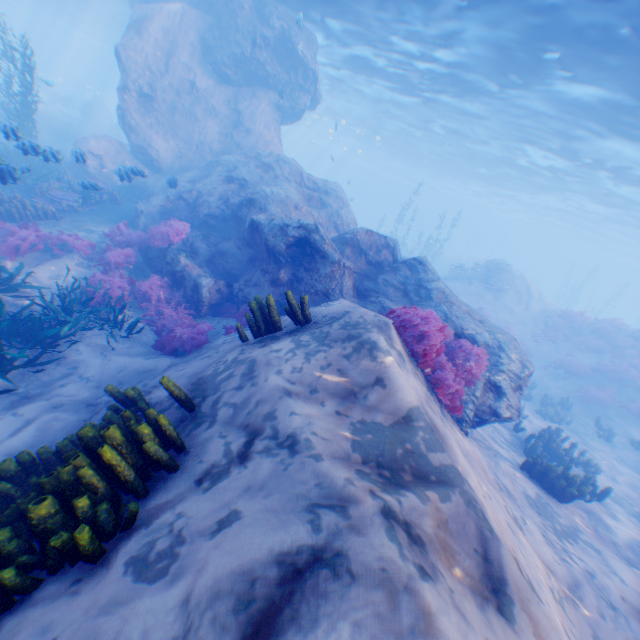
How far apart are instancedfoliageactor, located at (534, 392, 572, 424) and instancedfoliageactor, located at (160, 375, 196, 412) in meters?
16.3

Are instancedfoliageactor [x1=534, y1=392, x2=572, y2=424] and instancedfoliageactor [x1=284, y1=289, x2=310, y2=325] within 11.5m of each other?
no

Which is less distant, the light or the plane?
the light

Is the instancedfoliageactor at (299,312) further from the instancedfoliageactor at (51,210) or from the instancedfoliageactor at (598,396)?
the instancedfoliageactor at (598,396)

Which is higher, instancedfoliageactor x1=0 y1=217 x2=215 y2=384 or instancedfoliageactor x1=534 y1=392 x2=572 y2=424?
instancedfoliageactor x1=0 y1=217 x2=215 y2=384

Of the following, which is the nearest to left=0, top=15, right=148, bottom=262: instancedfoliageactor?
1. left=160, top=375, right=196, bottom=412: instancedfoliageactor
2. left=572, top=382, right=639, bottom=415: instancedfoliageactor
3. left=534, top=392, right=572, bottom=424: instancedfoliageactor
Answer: left=160, top=375, right=196, bottom=412: instancedfoliageactor

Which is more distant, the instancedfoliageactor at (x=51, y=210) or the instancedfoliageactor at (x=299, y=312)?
the instancedfoliageactor at (x=51, y=210)

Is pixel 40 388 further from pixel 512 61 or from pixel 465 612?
pixel 512 61
